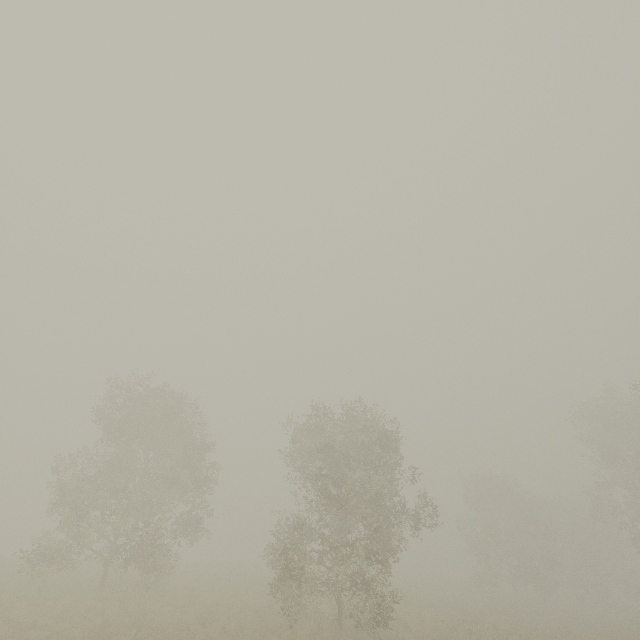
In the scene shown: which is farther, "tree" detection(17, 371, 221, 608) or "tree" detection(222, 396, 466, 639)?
"tree" detection(17, 371, 221, 608)

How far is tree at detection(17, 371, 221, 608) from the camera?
17.50m

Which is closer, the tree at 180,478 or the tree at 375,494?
the tree at 375,494

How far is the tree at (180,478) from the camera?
17.5m

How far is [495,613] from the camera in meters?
23.7
